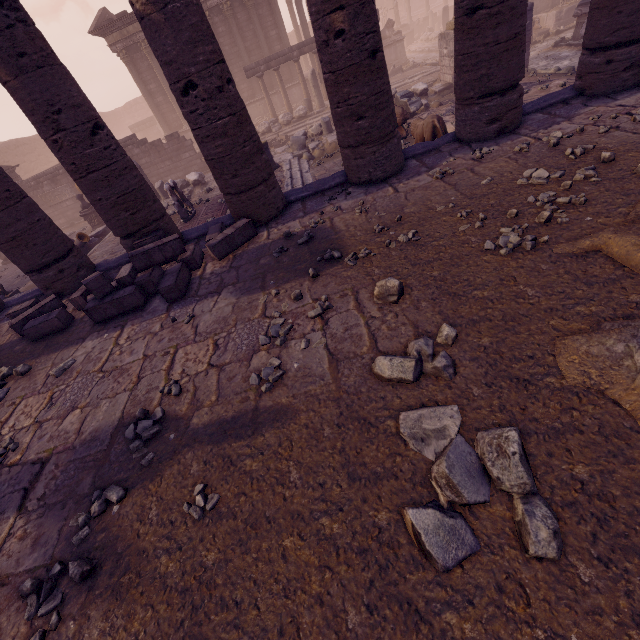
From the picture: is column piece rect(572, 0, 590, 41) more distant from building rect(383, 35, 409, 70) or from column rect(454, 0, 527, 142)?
building rect(383, 35, 409, 70)

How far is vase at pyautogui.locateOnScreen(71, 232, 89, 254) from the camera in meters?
Answer: 10.7

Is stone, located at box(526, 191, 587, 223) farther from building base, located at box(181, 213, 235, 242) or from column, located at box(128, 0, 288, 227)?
column, located at box(128, 0, 288, 227)

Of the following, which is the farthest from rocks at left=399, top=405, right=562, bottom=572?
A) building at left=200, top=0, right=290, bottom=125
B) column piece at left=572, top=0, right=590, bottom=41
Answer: building at left=200, top=0, right=290, bottom=125

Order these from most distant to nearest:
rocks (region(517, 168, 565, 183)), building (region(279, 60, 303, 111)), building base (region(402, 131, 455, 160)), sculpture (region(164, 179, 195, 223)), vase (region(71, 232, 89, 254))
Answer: building (region(279, 60, 303, 111)) < vase (region(71, 232, 89, 254)) < sculpture (region(164, 179, 195, 223)) < building base (region(402, 131, 455, 160)) < rocks (region(517, 168, 565, 183))

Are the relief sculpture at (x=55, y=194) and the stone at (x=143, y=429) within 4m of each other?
no

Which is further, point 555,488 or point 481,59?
point 481,59

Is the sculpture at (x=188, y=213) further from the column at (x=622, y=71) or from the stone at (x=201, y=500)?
the column at (x=622, y=71)
